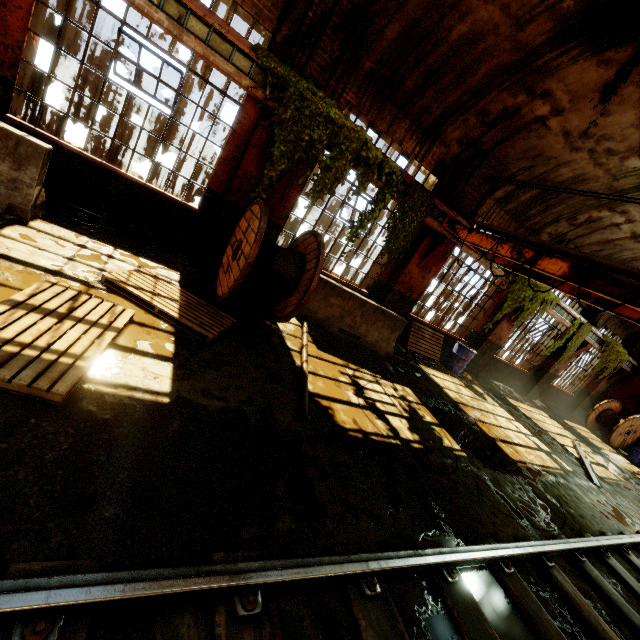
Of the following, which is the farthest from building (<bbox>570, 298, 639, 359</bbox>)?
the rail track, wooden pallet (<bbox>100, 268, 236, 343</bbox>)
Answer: the rail track

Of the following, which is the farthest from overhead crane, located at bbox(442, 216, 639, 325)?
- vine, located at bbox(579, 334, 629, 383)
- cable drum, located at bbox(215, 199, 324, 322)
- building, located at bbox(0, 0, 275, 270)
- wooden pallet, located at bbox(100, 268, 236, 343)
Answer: vine, located at bbox(579, 334, 629, 383)

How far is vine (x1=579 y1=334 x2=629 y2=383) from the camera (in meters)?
14.04

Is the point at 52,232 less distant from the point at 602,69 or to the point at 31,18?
the point at 31,18

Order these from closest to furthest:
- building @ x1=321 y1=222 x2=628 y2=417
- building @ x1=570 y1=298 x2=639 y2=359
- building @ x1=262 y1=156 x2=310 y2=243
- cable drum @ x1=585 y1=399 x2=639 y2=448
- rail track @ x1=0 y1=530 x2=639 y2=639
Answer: rail track @ x1=0 y1=530 x2=639 y2=639, building @ x1=262 y1=156 x2=310 y2=243, building @ x1=321 y1=222 x2=628 y2=417, building @ x1=570 y1=298 x2=639 y2=359, cable drum @ x1=585 y1=399 x2=639 y2=448

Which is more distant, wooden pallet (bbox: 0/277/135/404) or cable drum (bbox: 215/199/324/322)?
cable drum (bbox: 215/199/324/322)

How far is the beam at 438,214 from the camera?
8.0m

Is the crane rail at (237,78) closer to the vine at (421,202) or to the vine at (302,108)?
the vine at (302,108)
